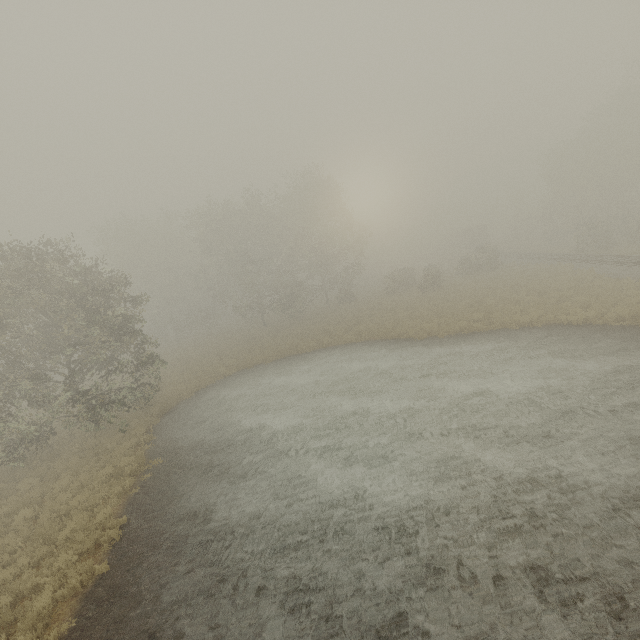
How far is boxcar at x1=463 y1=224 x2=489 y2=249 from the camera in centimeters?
5712cm

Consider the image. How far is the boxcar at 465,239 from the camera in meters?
57.1 m

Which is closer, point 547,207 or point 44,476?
point 44,476
